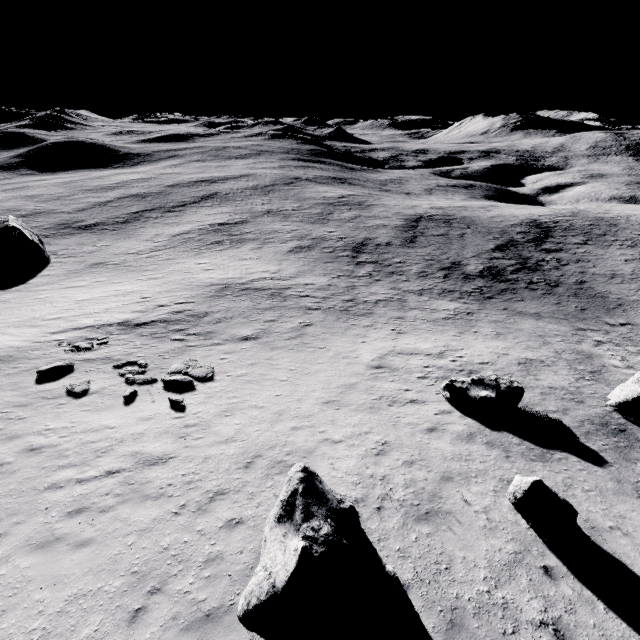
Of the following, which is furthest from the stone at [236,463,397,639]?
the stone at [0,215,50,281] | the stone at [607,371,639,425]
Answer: the stone at [0,215,50,281]

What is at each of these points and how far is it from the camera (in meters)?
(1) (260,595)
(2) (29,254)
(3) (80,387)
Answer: (1) stone, 5.30
(2) stone, 36.84
(3) stone, 13.27

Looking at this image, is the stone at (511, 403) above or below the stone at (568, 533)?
below

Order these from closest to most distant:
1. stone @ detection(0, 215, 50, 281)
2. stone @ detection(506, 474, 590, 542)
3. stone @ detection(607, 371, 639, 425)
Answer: stone @ detection(506, 474, 590, 542), stone @ detection(607, 371, 639, 425), stone @ detection(0, 215, 50, 281)

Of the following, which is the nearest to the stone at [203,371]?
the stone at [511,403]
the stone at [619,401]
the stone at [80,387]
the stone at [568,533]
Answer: the stone at [80,387]

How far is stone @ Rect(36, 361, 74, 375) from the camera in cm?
1418

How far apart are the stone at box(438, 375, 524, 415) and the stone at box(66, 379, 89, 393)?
15.55m

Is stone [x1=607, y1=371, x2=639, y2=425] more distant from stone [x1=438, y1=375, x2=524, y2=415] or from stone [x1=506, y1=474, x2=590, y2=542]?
stone [x1=506, y1=474, x2=590, y2=542]
